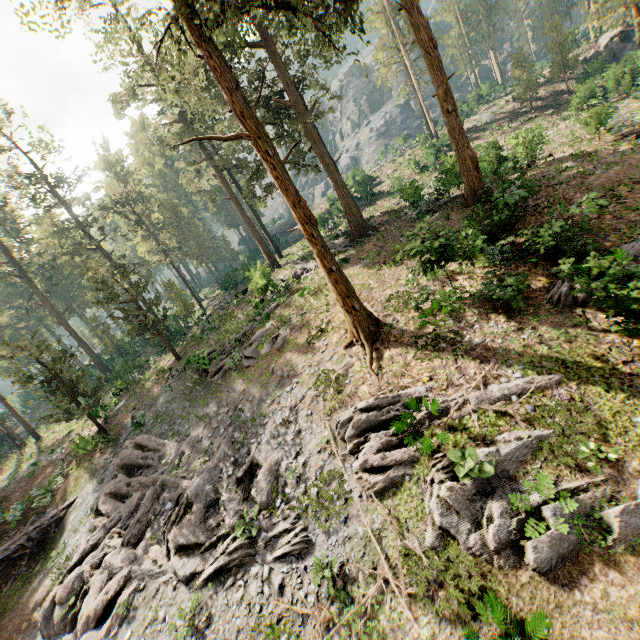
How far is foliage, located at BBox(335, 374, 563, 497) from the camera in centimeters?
→ 1004cm

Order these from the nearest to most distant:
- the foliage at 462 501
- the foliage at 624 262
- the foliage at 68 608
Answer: the foliage at 462 501 → the foliage at 624 262 → the foliage at 68 608

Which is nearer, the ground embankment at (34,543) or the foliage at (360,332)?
the foliage at (360,332)

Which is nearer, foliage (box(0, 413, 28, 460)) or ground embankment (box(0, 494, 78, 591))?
ground embankment (box(0, 494, 78, 591))

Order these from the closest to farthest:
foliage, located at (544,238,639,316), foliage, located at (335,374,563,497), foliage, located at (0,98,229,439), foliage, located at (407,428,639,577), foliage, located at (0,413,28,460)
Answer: foliage, located at (407,428,639,577)
foliage, located at (544,238,639,316)
foliage, located at (335,374,563,497)
foliage, located at (0,98,229,439)
foliage, located at (0,413,28,460)

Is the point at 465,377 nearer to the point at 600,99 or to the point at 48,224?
the point at 600,99
